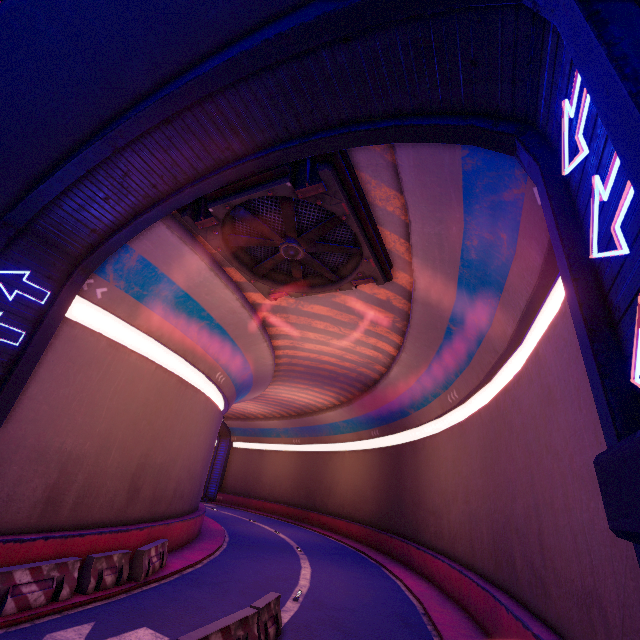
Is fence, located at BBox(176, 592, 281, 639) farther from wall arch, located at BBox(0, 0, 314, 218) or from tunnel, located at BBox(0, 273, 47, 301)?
wall arch, located at BBox(0, 0, 314, 218)

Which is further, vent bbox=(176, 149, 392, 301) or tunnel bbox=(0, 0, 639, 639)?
vent bbox=(176, 149, 392, 301)

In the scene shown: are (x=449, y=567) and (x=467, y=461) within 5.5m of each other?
yes

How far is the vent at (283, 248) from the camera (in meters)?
8.88

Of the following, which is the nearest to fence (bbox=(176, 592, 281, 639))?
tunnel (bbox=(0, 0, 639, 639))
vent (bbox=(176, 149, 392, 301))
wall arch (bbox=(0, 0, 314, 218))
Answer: tunnel (bbox=(0, 0, 639, 639))

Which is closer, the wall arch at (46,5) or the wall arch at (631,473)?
the wall arch at (631,473)

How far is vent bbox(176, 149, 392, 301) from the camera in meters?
8.9
